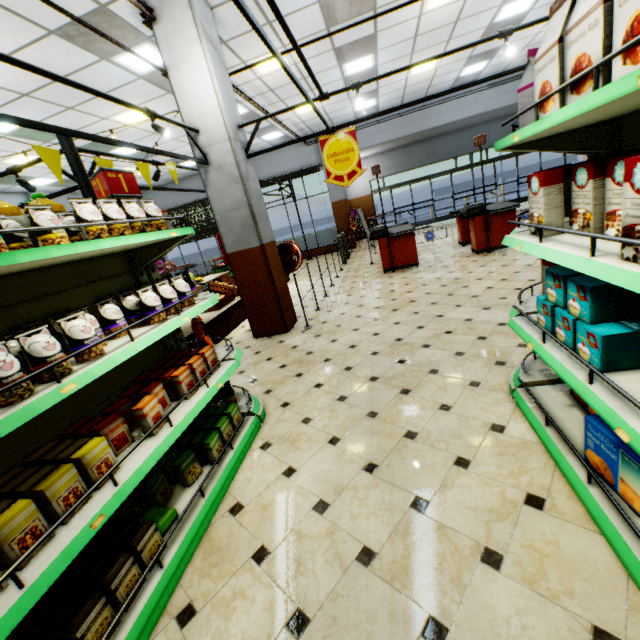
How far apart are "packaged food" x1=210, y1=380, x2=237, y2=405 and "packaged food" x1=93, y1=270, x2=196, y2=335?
1.1m

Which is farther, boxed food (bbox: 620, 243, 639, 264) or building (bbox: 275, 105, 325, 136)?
building (bbox: 275, 105, 325, 136)

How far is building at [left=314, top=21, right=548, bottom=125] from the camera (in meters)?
8.98

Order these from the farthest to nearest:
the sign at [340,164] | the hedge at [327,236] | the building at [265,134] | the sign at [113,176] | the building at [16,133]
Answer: the hedge at [327,236] < the building at [265,134] < the building at [16,133] < the sign at [340,164] < the sign at [113,176]

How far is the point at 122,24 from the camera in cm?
462

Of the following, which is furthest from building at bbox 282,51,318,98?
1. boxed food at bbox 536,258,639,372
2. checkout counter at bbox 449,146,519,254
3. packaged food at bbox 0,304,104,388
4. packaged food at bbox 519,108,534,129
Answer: packaged food at bbox 519,108,534,129

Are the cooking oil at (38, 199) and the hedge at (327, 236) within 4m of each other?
no

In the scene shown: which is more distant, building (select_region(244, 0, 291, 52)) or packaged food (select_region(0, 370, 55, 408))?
building (select_region(244, 0, 291, 52))
